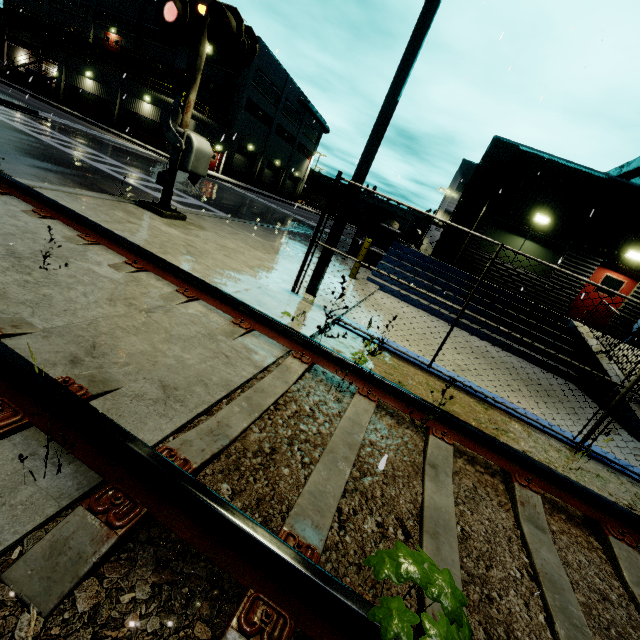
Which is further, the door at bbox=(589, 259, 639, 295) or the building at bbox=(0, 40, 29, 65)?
the building at bbox=(0, 40, 29, 65)

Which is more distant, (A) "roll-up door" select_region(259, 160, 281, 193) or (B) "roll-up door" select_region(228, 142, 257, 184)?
(A) "roll-up door" select_region(259, 160, 281, 193)

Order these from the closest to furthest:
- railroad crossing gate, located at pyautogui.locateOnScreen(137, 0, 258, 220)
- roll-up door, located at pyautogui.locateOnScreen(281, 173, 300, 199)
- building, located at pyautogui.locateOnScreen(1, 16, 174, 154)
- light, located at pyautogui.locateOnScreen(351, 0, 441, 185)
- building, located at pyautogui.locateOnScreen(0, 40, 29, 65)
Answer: light, located at pyautogui.locateOnScreen(351, 0, 441, 185)
railroad crossing gate, located at pyautogui.locateOnScreen(137, 0, 258, 220)
building, located at pyautogui.locateOnScreen(1, 16, 174, 154)
building, located at pyautogui.locateOnScreen(0, 40, 29, 65)
roll-up door, located at pyautogui.locateOnScreen(281, 173, 300, 199)

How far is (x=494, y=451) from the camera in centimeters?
296cm

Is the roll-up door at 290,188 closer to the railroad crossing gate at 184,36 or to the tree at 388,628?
the railroad crossing gate at 184,36

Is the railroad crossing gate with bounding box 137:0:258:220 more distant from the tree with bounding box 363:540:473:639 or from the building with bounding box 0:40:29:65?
the tree with bounding box 363:540:473:639

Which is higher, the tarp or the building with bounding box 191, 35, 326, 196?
the building with bounding box 191, 35, 326, 196

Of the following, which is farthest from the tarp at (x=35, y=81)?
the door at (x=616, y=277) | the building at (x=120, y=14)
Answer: the door at (x=616, y=277)
